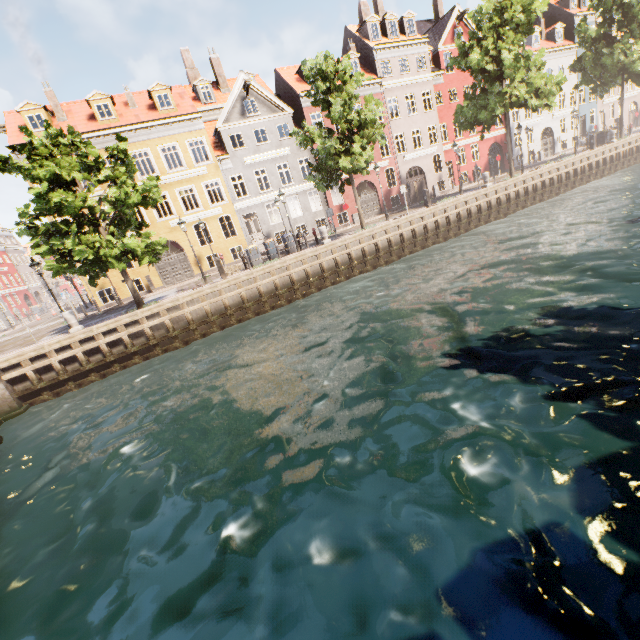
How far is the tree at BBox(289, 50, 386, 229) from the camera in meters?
17.2 m

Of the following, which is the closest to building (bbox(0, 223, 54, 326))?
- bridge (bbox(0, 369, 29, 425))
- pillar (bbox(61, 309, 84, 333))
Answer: bridge (bbox(0, 369, 29, 425))

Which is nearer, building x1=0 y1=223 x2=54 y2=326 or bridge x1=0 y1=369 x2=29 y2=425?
bridge x1=0 y1=369 x2=29 y2=425

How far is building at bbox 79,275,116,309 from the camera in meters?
22.7 m

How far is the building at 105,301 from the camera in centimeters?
2274cm

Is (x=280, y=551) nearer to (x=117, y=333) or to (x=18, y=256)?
(x=117, y=333)

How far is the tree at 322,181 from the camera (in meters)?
17.19
